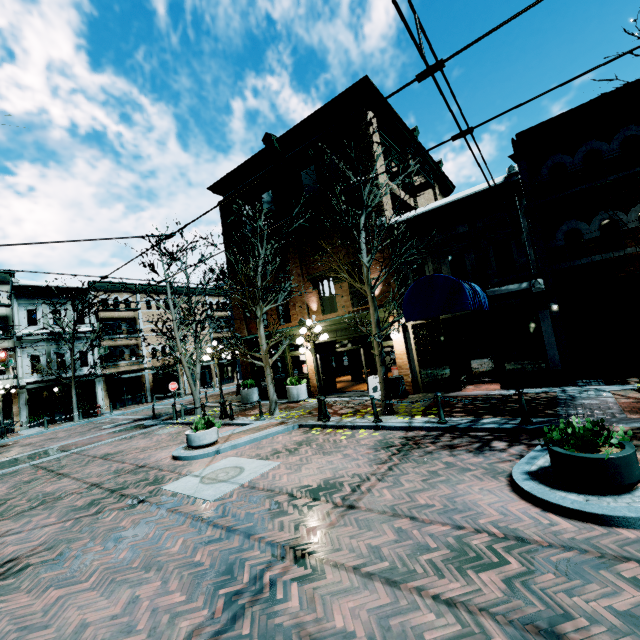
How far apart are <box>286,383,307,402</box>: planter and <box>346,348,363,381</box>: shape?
4.9 meters

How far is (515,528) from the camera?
4.2m

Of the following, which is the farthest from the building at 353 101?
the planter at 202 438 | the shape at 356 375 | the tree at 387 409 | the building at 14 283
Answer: the building at 14 283

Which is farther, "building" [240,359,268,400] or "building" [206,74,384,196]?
"building" [240,359,268,400]

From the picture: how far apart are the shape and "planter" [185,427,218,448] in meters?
11.4 m

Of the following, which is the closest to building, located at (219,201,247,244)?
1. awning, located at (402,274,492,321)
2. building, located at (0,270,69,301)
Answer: awning, located at (402,274,492,321)

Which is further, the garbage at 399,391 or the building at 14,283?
the building at 14,283

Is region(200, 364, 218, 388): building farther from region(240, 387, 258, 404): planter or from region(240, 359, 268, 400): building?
region(240, 387, 258, 404): planter
